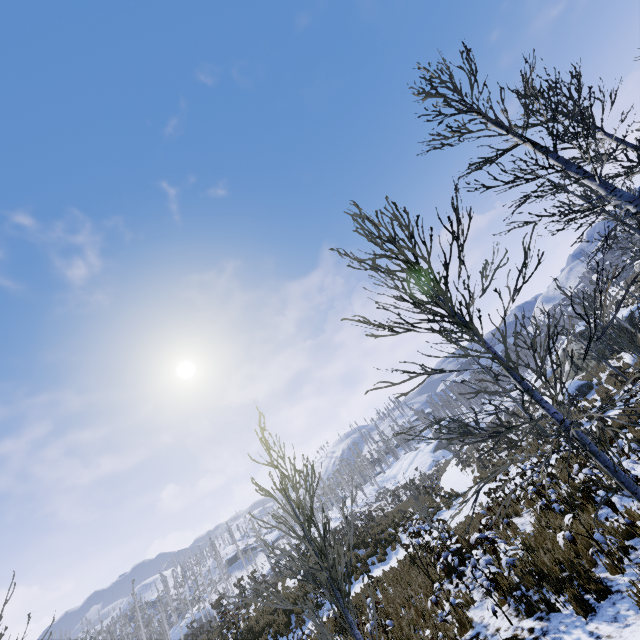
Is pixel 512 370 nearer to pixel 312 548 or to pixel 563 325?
pixel 312 548
